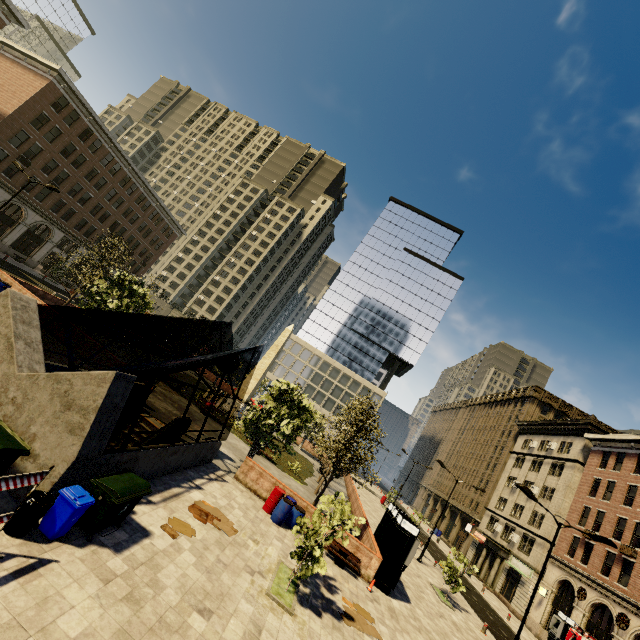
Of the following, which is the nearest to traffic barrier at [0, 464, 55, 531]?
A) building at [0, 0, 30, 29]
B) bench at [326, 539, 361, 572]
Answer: bench at [326, 539, 361, 572]

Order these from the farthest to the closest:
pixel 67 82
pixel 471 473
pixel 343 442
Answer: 1. pixel 471 473
2. pixel 67 82
3. pixel 343 442

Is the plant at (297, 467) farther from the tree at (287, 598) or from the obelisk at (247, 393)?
the obelisk at (247, 393)

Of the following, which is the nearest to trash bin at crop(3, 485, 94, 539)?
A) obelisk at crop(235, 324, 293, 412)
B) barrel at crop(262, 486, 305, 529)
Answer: barrel at crop(262, 486, 305, 529)

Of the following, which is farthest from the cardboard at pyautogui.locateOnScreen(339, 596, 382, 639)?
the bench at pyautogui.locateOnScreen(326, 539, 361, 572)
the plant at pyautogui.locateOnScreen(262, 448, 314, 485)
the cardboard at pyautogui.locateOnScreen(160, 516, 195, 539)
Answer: the plant at pyautogui.locateOnScreen(262, 448, 314, 485)

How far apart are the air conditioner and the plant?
25.6m

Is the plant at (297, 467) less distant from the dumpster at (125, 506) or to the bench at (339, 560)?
the bench at (339, 560)

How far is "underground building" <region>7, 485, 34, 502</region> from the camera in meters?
7.0 m
